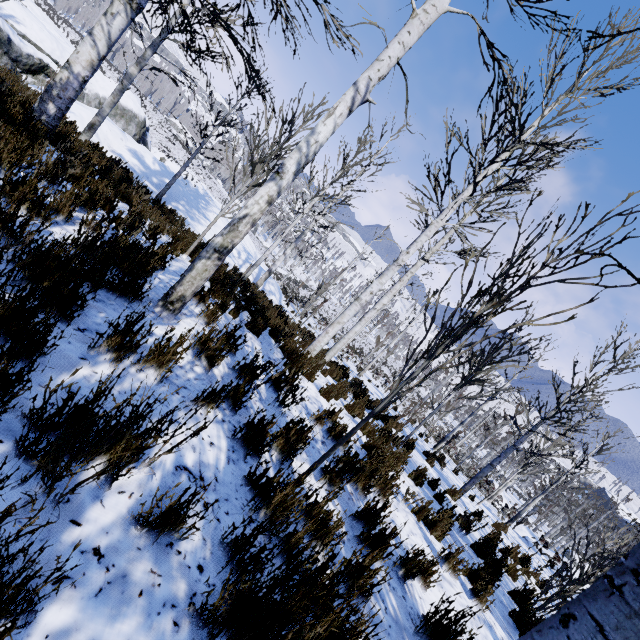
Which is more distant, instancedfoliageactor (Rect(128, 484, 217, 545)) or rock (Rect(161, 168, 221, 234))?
rock (Rect(161, 168, 221, 234))

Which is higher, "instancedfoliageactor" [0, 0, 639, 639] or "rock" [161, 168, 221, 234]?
"instancedfoliageactor" [0, 0, 639, 639]

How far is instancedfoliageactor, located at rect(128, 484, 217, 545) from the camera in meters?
1.5

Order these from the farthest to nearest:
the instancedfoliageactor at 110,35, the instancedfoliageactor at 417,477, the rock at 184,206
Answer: the rock at 184,206, the instancedfoliageactor at 417,477, the instancedfoliageactor at 110,35

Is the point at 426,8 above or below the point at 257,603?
above

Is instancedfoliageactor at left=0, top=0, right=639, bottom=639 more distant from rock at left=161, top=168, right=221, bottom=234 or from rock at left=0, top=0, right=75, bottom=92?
rock at left=0, top=0, right=75, bottom=92

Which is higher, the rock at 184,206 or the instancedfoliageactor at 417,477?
the instancedfoliageactor at 417,477
